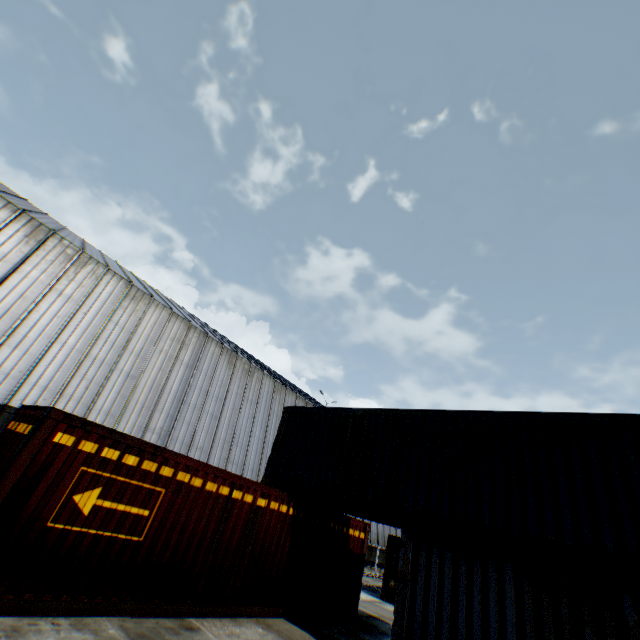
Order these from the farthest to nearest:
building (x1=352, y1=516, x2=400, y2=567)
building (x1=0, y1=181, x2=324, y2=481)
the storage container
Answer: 1. building (x1=352, y1=516, x2=400, y2=567)
2. building (x1=0, y1=181, x2=324, y2=481)
3. the storage container

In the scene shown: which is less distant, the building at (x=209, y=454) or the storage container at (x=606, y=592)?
the storage container at (x=606, y=592)

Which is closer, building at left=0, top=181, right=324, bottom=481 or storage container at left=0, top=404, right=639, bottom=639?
storage container at left=0, top=404, right=639, bottom=639

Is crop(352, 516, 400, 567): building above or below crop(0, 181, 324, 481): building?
below

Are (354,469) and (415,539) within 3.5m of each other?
yes

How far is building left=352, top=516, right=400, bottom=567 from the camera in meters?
30.7 m

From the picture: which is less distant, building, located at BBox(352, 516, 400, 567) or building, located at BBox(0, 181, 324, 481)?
building, located at BBox(0, 181, 324, 481)

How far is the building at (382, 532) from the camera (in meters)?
30.66
